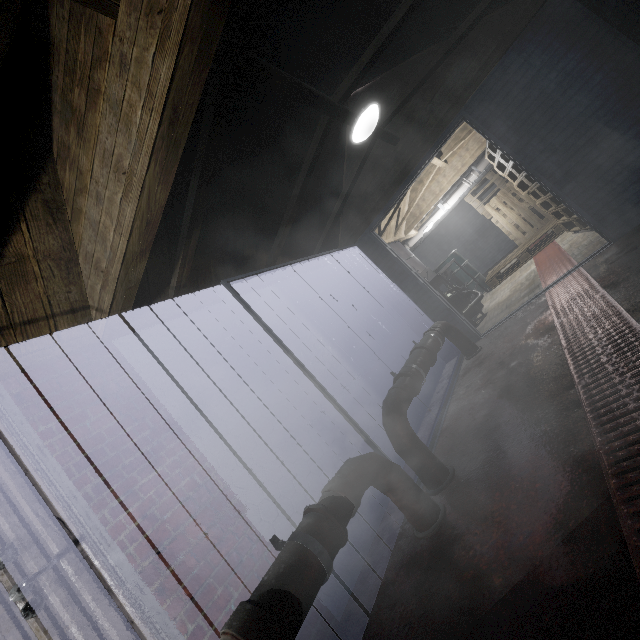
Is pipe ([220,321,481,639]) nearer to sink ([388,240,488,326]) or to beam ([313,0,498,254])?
beam ([313,0,498,254])

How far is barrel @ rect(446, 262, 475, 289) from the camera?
6.5 meters

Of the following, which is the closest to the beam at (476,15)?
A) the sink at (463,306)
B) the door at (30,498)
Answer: the sink at (463,306)

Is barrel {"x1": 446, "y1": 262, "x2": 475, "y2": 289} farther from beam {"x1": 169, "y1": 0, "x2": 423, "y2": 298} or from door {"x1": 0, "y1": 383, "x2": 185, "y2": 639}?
door {"x1": 0, "y1": 383, "x2": 185, "y2": 639}

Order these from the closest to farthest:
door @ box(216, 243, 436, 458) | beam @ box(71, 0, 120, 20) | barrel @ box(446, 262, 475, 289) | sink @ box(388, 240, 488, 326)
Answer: beam @ box(71, 0, 120, 20)
door @ box(216, 243, 436, 458)
sink @ box(388, 240, 488, 326)
barrel @ box(446, 262, 475, 289)

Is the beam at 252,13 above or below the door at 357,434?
above

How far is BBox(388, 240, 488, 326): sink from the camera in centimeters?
488cm

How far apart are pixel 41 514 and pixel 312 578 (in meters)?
1.16
